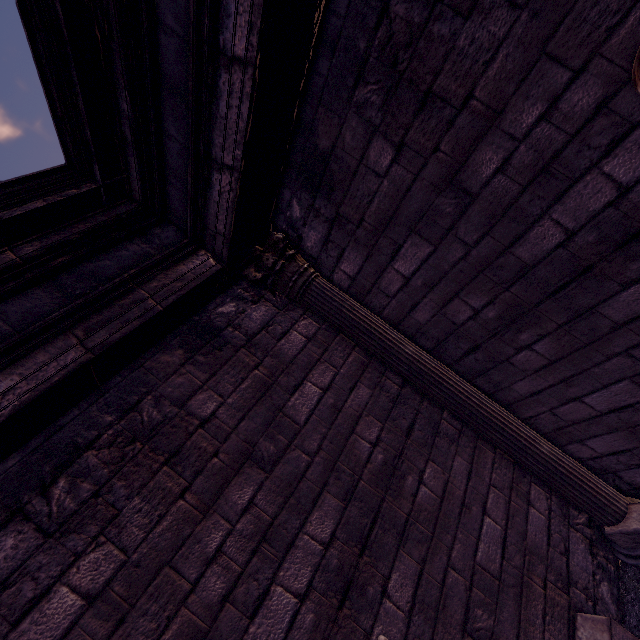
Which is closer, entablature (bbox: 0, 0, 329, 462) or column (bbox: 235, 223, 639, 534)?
entablature (bbox: 0, 0, 329, 462)

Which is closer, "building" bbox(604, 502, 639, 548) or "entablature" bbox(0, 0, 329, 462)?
"entablature" bbox(0, 0, 329, 462)

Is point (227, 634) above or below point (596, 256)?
above

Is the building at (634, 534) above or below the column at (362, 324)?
below

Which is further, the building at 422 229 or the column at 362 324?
the column at 362 324

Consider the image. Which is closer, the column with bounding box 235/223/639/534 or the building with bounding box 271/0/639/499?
the building with bounding box 271/0/639/499
